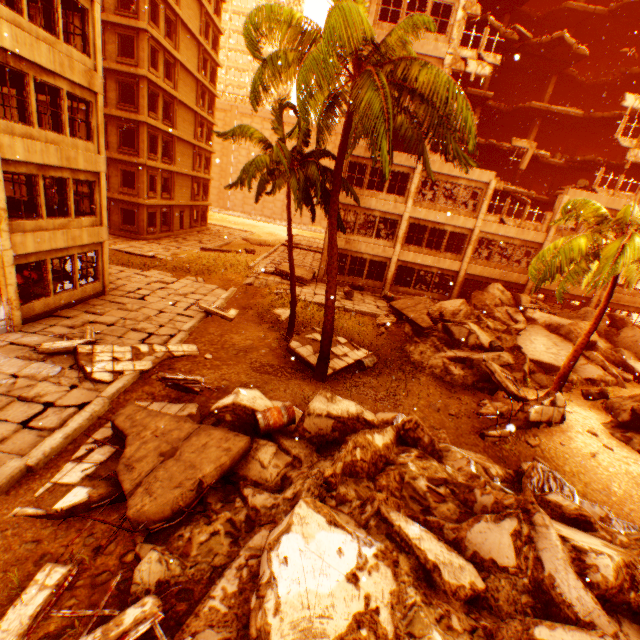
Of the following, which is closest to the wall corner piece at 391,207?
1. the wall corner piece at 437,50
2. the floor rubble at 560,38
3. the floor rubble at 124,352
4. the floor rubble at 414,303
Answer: the wall corner piece at 437,50

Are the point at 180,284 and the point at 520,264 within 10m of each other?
no

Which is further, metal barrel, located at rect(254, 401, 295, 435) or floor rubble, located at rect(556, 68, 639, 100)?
floor rubble, located at rect(556, 68, 639, 100)

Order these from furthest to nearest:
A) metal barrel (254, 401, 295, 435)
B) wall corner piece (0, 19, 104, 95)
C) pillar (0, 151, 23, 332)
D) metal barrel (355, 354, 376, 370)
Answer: metal barrel (355, 354, 376, 370), pillar (0, 151, 23, 332), wall corner piece (0, 19, 104, 95), metal barrel (254, 401, 295, 435)

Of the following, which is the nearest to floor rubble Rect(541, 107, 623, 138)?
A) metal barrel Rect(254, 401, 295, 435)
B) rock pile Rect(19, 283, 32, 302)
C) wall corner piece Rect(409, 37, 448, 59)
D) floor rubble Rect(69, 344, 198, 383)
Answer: wall corner piece Rect(409, 37, 448, 59)

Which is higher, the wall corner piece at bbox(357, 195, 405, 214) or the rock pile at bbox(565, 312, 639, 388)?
the wall corner piece at bbox(357, 195, 405, 214)

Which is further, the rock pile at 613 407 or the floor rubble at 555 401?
the rock pile at 613 407

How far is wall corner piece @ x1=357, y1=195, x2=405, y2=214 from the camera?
21.8m
